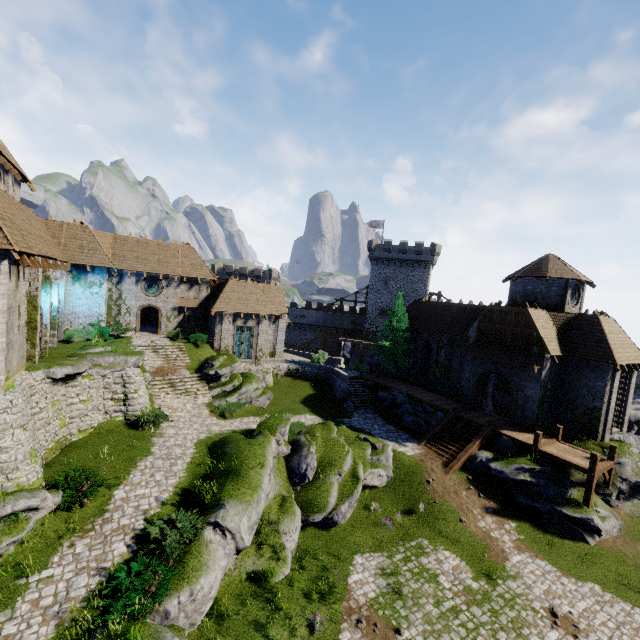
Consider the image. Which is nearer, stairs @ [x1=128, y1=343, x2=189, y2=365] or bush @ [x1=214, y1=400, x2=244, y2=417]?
bush @ [x1=214, y1=400, x2=244, y2=417]

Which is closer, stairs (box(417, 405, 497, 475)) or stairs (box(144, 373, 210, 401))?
stairs (box(417, 405, 497, 475))

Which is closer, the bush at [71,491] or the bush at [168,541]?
the bush at [168,541]

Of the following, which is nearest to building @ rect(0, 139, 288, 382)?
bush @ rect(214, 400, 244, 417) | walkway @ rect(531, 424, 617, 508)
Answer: bush @ rect(214, 400, 244, 417)

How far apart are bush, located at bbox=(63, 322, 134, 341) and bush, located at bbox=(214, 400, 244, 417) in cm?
1035

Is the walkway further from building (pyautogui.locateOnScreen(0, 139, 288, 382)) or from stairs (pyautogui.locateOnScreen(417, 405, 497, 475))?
building (pyautogui.locateOnScreen(0, 139, 288, 382))

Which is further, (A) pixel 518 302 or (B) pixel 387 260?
(B) pixel 387 260

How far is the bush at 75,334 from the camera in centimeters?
A: 2472cm
